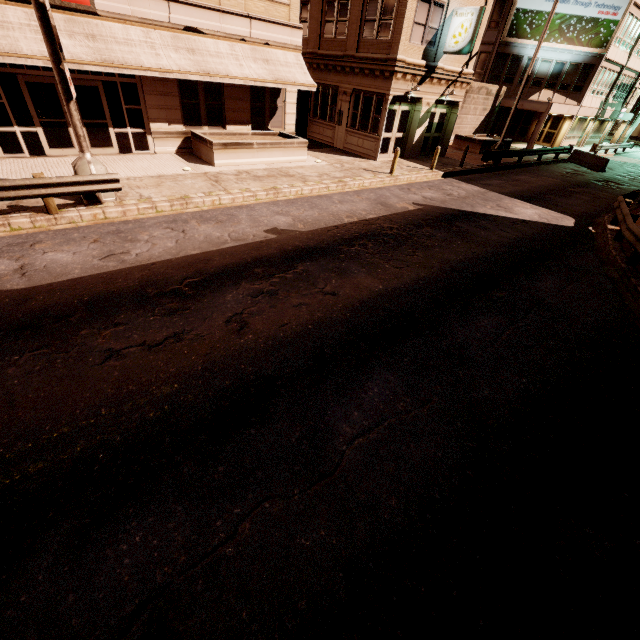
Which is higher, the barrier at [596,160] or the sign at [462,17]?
the sign at [462,17]

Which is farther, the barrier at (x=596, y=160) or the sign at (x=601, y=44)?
the sign at (x=601, y=44)

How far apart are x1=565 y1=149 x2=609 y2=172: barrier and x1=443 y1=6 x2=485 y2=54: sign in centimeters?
1639cm

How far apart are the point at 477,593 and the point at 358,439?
1.9 meters

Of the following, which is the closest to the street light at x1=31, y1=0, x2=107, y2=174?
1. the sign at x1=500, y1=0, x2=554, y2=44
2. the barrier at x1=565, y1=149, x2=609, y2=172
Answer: the barrier at x1=565, y1=149, x2=609, y2=172

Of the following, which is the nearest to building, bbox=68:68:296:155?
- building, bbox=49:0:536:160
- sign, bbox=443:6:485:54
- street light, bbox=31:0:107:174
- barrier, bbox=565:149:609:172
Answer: building, bbox=49:0:536:160

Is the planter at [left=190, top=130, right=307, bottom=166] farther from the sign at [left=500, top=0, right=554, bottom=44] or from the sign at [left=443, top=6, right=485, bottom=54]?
the sign at [left=500, top=0, right=554, bottom=44]

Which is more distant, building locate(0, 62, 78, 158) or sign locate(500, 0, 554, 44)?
sign locate(500, 0, 554, 44)
